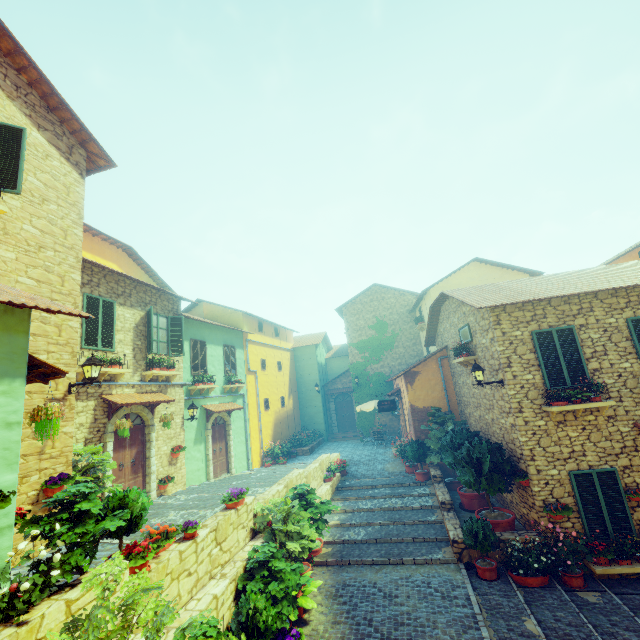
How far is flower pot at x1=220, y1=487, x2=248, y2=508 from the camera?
7.61m

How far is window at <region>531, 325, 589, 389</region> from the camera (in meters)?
8.77

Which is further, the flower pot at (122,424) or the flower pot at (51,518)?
the flower pot at (122,424)

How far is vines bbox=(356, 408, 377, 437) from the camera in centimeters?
2248cm

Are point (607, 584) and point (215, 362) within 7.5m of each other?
no

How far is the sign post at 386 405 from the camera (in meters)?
16.39

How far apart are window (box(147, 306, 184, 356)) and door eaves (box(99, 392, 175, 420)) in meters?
1.4

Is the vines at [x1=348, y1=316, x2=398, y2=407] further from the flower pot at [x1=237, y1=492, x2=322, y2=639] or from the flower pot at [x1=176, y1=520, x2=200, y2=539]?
the flower pot at [x1=176, y1=520, x2=200, y2=539]
